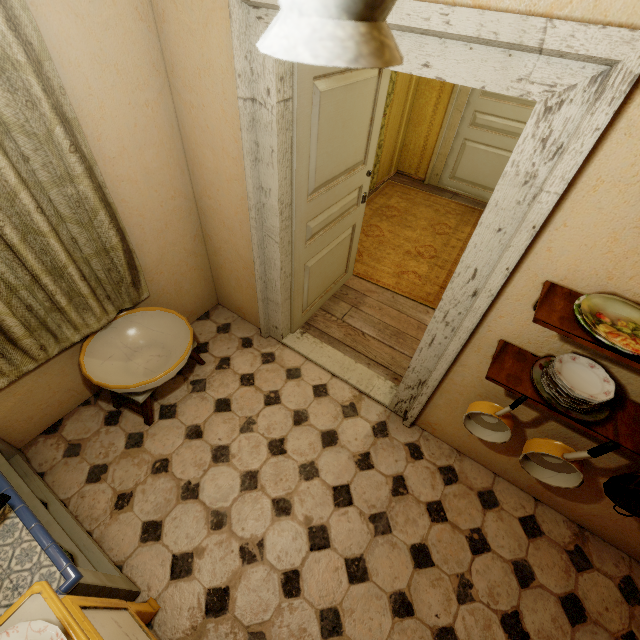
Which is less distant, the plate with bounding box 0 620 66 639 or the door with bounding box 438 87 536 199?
the plate with bounding box 0 620 66 639

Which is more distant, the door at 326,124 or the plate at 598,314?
the door at 326,124

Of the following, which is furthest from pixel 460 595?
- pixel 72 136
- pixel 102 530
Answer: pixel 72 136

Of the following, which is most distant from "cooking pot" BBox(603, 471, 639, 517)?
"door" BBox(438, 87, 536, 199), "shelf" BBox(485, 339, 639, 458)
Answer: "door" BBox(438, 87, 536, 199)

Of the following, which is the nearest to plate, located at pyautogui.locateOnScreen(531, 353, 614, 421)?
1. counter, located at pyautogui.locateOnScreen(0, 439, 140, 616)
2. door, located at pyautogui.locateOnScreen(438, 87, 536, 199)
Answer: counter, located at pyautogui.locateOnScreen(0, 439, 140, 616)

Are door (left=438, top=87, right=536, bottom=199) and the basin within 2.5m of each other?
no

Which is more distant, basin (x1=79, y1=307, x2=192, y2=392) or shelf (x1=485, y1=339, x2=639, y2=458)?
basin (x1=79, y1=307, x2=192, y2=392)

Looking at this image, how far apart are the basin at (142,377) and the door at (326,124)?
0.8 meters
